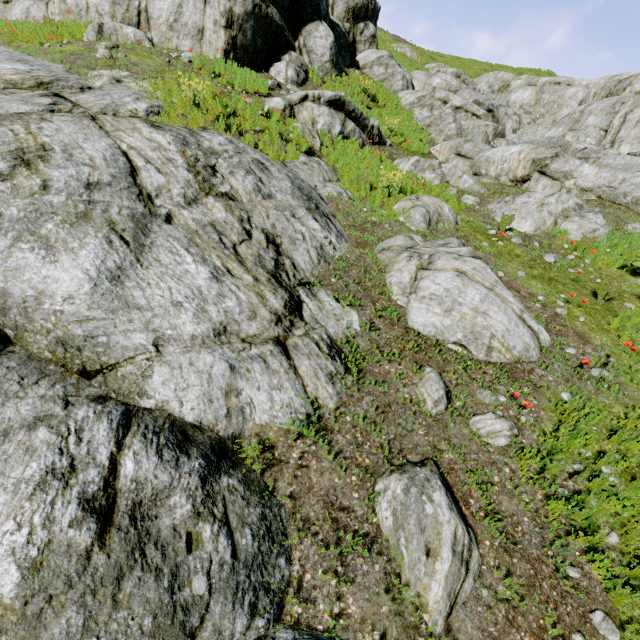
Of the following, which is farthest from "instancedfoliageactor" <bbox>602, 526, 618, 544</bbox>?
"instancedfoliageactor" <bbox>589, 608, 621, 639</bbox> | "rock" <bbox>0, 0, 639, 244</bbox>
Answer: "instancedfoliageactor" <bbox>589, 608, 621, 639</bbox>

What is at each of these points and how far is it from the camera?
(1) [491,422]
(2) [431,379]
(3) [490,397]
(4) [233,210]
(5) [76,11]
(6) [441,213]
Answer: (1) rock, 3.85m
(2) rock, 4.24m
(3) rock, 4.23m
(4) rock, 5.38m
(5) rock, 11.98m
(6) rock, 8.20m

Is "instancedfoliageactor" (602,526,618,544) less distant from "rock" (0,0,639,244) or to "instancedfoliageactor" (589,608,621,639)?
"rock" (0,0,639,244)

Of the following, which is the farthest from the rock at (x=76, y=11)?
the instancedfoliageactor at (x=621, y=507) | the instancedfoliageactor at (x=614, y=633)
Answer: the instancedfoliageactor at (x=614, y=633)

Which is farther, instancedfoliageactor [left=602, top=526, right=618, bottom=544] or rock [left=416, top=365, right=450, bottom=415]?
rock [left=416, top=365, right=450, bottom=415]

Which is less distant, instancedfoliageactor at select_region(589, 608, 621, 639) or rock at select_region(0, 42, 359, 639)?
rock at select_region(0, 42, 359, 639)

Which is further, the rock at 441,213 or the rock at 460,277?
the rock at 441,213
